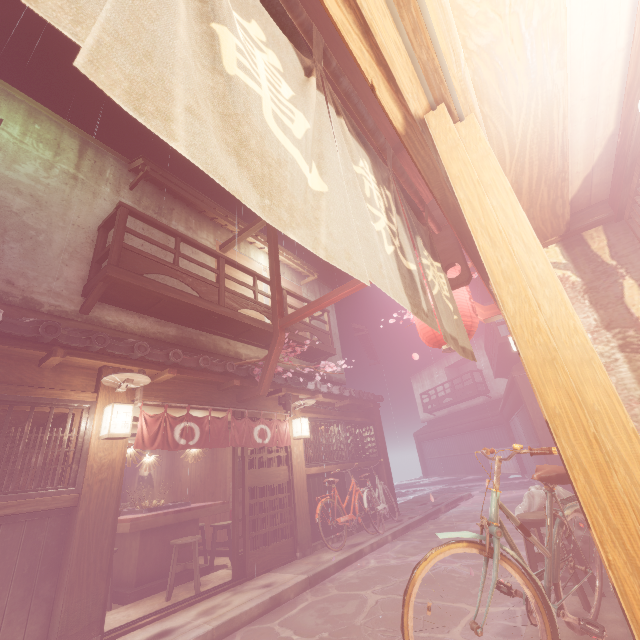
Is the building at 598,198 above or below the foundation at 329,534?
above

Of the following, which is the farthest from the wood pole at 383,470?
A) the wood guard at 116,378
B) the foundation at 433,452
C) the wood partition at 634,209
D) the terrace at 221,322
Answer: the wood partition at 634,209

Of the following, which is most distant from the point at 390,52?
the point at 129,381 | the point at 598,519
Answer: the point at 129,381

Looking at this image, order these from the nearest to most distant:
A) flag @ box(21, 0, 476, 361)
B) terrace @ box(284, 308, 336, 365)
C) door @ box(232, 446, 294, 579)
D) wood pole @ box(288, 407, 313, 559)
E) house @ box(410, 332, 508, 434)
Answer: flag @ box(21, 0, 476, 361) < door @ box(232, 446, 294, 579) < wood pole @ box(288, 407, 313, 559) < terrace @ box(284, 308, 336, 365) < house @ box(410, 332, 508, 434)

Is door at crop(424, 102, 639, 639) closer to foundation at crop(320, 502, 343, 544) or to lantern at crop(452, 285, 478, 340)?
lantern at crop(452, 285, 478, 340)

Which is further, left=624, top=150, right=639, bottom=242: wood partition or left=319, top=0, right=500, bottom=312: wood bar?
left=624, top=150, right=639, bottom=242: wood partition

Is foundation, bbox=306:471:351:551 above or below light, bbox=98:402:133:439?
below

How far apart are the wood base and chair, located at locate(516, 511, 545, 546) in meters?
5.0 m
